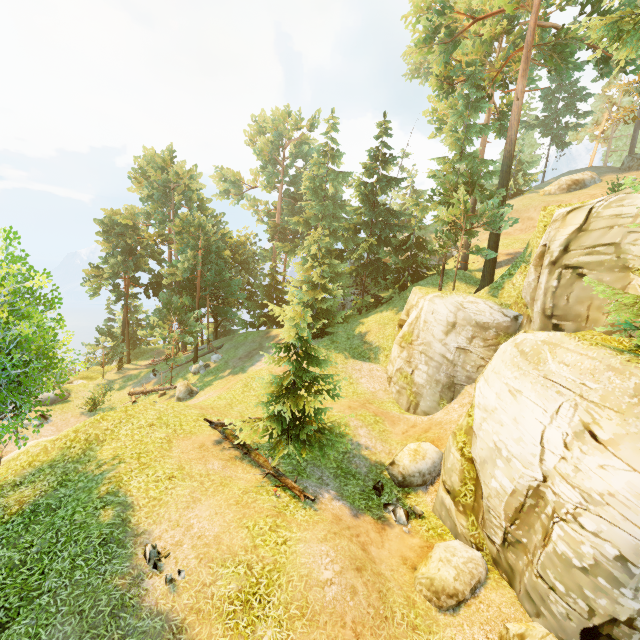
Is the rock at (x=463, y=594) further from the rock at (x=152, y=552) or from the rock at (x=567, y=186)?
the rock at (x=567, y=186)

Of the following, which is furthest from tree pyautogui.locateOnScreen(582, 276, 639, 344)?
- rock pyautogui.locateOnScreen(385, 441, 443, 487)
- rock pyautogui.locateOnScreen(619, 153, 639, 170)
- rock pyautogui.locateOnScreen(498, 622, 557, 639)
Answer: rock pyautogui.locateOnScreen(498, 622, 557, 639)

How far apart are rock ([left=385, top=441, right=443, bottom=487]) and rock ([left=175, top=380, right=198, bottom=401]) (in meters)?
15.69

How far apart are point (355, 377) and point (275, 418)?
8.5 meters

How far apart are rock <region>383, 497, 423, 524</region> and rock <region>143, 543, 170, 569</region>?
7.46m

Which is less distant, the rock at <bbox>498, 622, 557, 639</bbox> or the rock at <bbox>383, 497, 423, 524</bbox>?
the rock at <bbox>498, 622, 557, 639</bbox>

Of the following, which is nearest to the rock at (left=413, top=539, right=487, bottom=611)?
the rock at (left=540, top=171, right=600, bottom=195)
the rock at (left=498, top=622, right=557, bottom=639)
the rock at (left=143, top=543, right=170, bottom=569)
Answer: the rock at (left=498, top=622, right=557, bottom=639)

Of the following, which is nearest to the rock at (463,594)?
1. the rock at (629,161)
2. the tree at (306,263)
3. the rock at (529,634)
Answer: the rock at (529,634)
